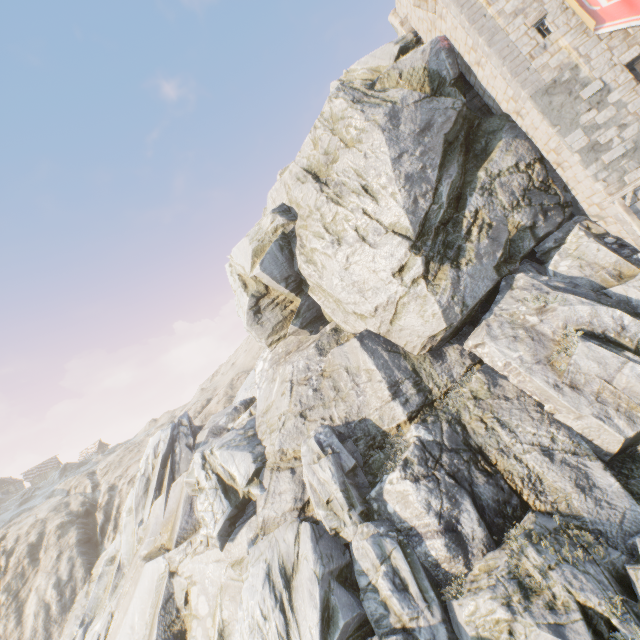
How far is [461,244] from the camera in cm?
1467

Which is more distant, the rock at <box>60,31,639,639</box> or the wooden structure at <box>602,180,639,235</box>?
the wooden structure at <box>602,180,639,235</box>

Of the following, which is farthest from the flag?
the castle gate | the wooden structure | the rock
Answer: the wooden structure

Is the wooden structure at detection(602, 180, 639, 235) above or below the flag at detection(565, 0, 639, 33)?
below

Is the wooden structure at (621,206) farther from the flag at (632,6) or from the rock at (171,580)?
the flag at (632,6)

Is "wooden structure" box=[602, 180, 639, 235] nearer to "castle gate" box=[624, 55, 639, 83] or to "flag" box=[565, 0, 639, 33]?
"castle gate" box=[624, 55, 639, 83]

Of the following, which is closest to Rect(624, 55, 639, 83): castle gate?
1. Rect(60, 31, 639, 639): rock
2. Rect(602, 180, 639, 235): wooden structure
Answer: Rect(602, 180, 639, 235): wooden structure

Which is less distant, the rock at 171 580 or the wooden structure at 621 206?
the rock at 171 580
